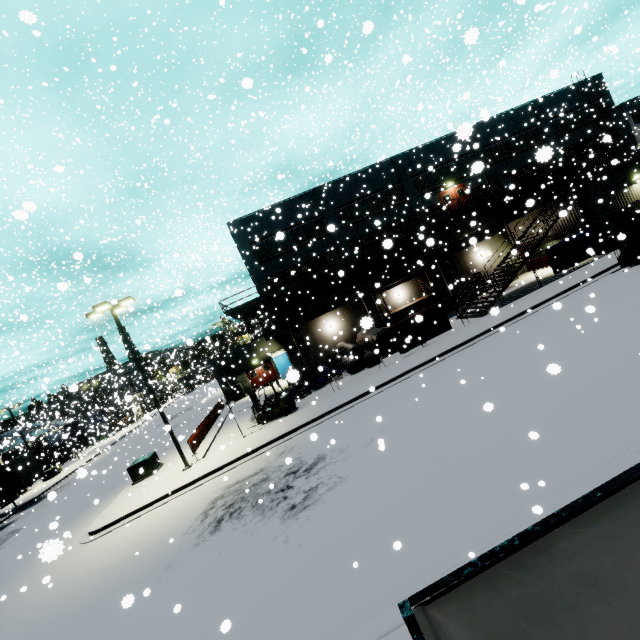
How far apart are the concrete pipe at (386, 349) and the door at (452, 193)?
12.8 meters

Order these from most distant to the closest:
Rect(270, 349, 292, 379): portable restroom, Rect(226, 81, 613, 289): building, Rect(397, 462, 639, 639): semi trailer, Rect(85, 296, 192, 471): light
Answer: Rect(270, 349, 292, 379): portable restroom, Rect(226, 81, 613, 289): building, Rect(85, 296, 192, 471): light, Rect(397, 462, 639, 639): semi trailer

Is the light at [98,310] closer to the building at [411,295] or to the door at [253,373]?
the building at [411,295]

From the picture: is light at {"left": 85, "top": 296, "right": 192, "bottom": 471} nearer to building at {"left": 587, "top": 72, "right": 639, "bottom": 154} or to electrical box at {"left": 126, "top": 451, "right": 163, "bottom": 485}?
building at {"left": 587, "top": 72, "right": 639, "bottom": 154}

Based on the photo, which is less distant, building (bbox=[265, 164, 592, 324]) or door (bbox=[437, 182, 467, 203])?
building (bbox=[265, 164, 592, 324])

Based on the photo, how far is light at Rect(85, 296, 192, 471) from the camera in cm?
1676

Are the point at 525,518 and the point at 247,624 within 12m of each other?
yes

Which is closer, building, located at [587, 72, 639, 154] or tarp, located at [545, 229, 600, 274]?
tarp, located at [545, 229, 600, 274]
